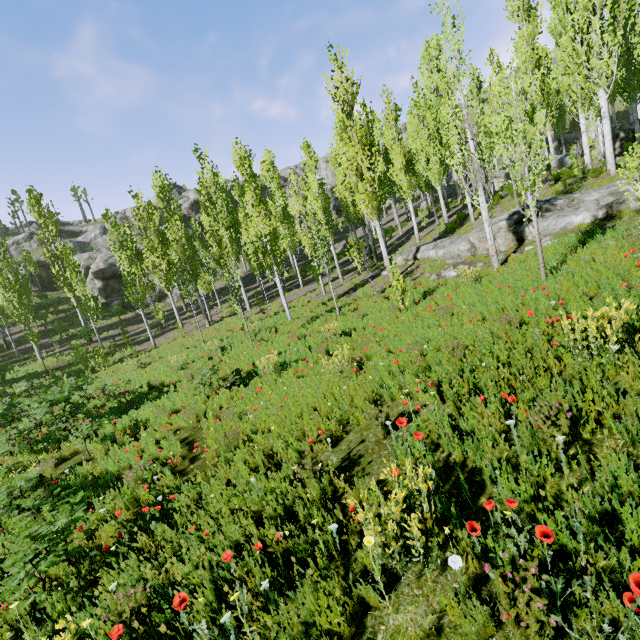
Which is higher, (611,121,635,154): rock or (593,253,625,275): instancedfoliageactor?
(611,121,635,154): rock

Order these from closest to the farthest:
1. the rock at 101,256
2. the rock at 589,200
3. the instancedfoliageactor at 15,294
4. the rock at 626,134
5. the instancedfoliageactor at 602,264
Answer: the instancedfoliageactor at 15,294 < the instancedfoliageactor at 602,264 < the rock at 589,200 < the rock at 626,134 < the rock at 101,256

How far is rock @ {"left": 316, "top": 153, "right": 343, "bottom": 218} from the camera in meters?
50.2 m

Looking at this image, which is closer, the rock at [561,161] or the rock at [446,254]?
the rock at [446,254]

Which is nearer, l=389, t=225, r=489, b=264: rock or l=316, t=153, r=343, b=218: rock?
l=389, t=225, r=489, b=264: rock

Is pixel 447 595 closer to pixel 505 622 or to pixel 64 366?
pixel 505 622

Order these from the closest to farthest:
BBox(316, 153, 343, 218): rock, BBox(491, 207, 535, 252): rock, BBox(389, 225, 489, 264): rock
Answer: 1. BBox(491, 207, 535, 252): rock
2. BBox(389, 225, 489, 264): rock
3. BBox(316, 153, 343, 218): rock
